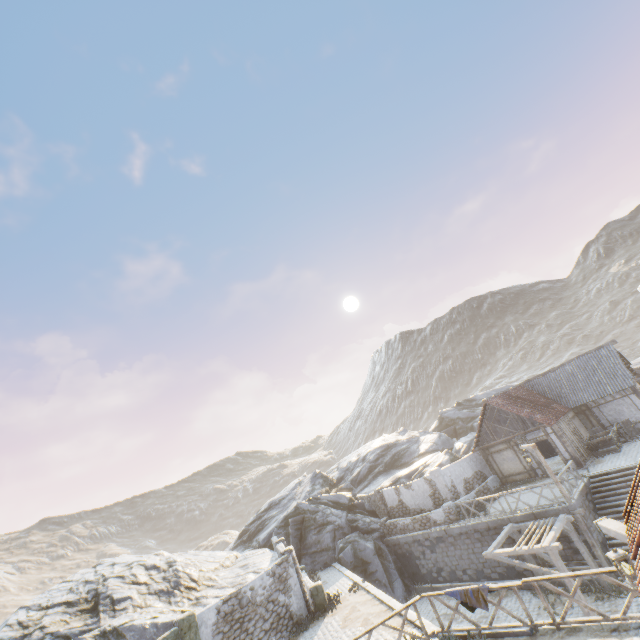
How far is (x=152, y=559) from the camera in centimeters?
2289cm

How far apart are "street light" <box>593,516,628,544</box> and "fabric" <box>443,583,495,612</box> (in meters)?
4.43

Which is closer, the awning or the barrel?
the awning

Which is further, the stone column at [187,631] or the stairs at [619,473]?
the stairs at [619,473]

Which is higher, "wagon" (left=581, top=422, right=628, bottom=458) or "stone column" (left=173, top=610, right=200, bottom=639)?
"stone column" (left=173, top=610, right=200, bottom=639)

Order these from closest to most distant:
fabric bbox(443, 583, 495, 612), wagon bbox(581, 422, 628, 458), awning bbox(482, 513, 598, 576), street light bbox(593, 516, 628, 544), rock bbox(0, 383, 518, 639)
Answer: street light bbox(593, 516, 628, 544) < fabric bbox(443, 583, 495, 612) < awning bbox(482, 513, 598, 576) < rock bbox(0, 383, 518, 639) < wagon bbox(581, 422, 628, 458)

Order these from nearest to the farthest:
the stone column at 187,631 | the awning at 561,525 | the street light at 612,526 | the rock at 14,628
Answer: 1. the street light at 612,526
2. the stone column at 187,631
3. the awning at 561,525
4. the rock at 14,628

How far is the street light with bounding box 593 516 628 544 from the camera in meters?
6.0 m
